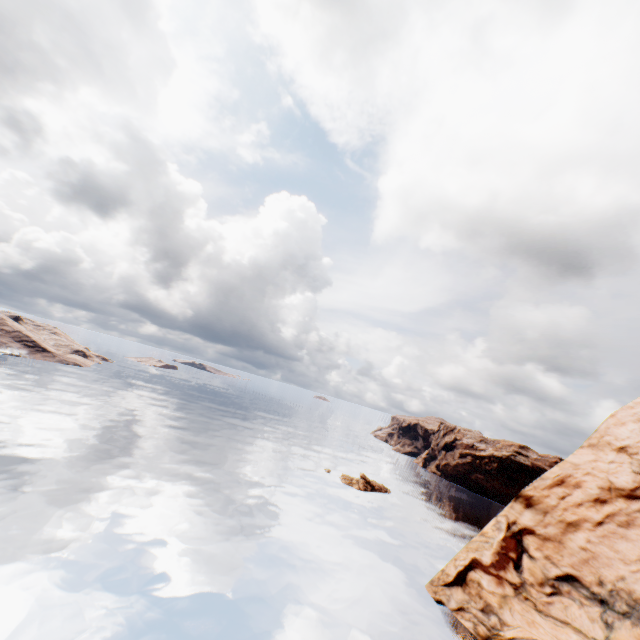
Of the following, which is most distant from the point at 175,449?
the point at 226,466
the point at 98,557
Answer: the point at 98,557
